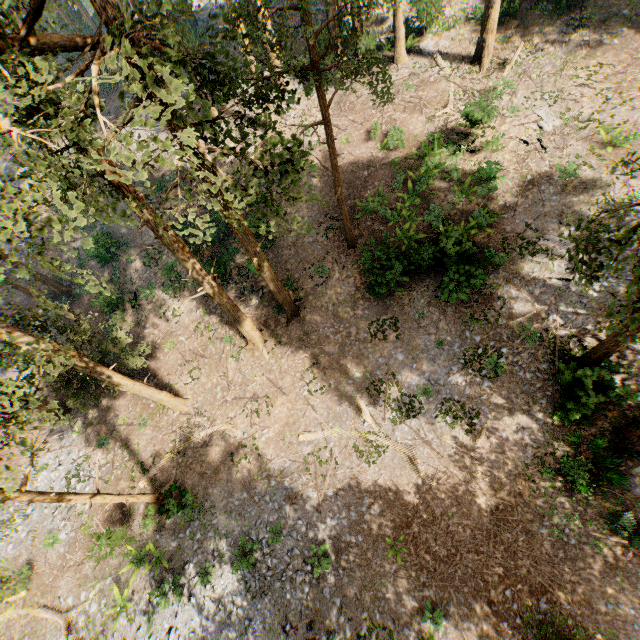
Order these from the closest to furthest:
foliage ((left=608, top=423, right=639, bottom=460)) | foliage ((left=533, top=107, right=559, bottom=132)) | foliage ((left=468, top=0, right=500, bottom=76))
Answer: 1. foliage ((left=608, top=423, right=639, bottom=460))
2. foliage ((left=533, top=107, right=559, bottom=132))
3. foliage ((left=468, top=0, right=500, bottom=76))

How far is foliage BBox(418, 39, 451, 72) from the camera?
23.20m

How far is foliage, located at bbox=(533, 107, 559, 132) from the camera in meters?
18.8

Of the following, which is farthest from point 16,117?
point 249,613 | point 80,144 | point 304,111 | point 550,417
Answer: point 304,111

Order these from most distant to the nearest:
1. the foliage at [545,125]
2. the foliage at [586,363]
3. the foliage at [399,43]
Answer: the foliage at [545,125]
the foliage at [399,43]
the foliage at [586,363]

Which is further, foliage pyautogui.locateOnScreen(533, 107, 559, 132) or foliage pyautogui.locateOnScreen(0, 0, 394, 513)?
foliage pyautogui.locateOnScreen(533, 107, 559, 132)

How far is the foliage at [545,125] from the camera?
18.8 meters

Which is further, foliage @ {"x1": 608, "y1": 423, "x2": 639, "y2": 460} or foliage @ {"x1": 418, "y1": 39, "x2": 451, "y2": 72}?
foliage @ {"x1": 418, "y1": 39, "x2": 451, "y2": 72}
